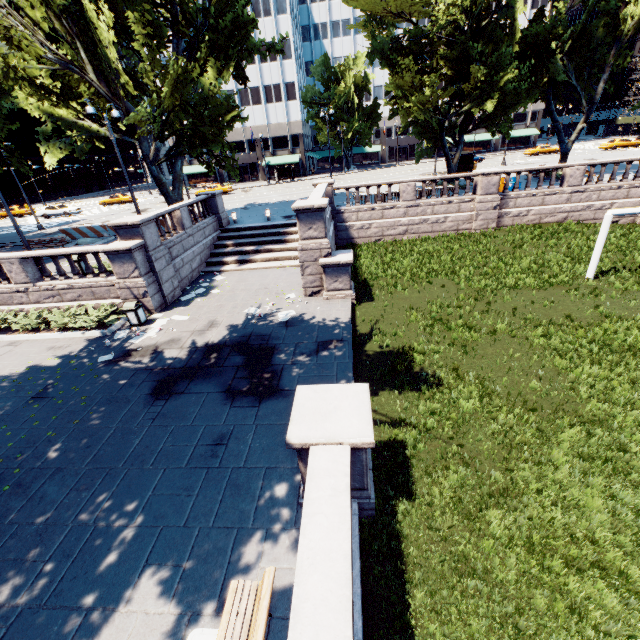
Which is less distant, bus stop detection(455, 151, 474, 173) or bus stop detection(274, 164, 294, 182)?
bus stop detection(455, 151, 474, 173)

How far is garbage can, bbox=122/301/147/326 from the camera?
13.30m

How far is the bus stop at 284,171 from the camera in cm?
5304

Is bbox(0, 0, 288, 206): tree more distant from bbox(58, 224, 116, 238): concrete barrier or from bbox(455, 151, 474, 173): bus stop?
bbox(455, 151, 474, 173): bus stop

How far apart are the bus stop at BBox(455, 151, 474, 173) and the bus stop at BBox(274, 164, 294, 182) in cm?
2548

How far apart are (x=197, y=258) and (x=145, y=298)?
5.4m

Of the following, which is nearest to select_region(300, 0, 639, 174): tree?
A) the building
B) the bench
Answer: the building

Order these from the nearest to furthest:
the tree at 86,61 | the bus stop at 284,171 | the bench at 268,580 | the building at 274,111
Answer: the bench at 268,580, the tree at 86,61, the building at 274,111, the bus stop at 284,171
